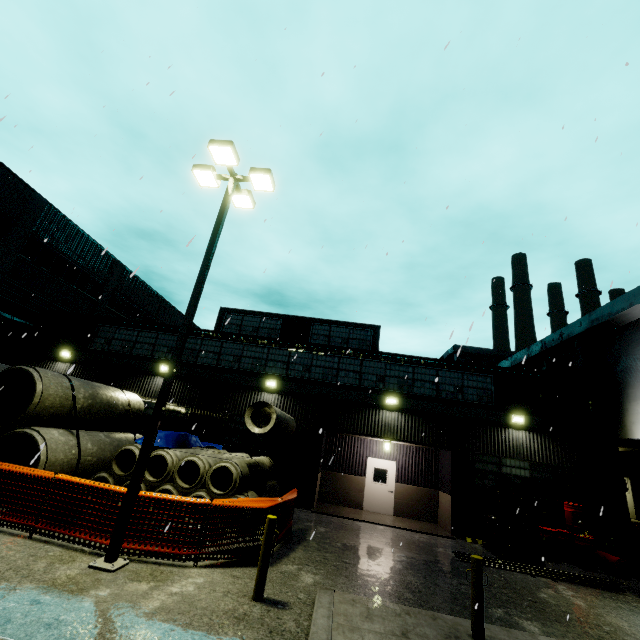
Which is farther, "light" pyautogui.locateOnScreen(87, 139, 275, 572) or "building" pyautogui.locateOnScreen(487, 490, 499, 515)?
"building" pyautogui.locateOnScreen(487, 490, 499, 515)

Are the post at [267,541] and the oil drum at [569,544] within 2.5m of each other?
no

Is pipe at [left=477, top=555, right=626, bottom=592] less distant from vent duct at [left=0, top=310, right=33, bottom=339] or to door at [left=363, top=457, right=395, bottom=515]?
door at [left=363, top=457, right=395, bottom=515]

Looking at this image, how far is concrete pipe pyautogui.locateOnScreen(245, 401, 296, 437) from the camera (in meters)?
10.94

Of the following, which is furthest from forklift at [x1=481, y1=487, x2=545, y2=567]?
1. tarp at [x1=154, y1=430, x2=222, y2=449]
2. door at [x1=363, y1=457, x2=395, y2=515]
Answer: tarp at [x1=154, y1=430, x2=222, y2=449]

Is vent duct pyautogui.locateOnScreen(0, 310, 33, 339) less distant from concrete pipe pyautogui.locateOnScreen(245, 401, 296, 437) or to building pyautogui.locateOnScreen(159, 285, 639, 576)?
building pyautogui.locateOnScreen(159, 285, 639, 576)

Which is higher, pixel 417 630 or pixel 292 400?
pixel 292 400

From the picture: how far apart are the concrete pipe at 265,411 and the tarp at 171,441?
0.8m
